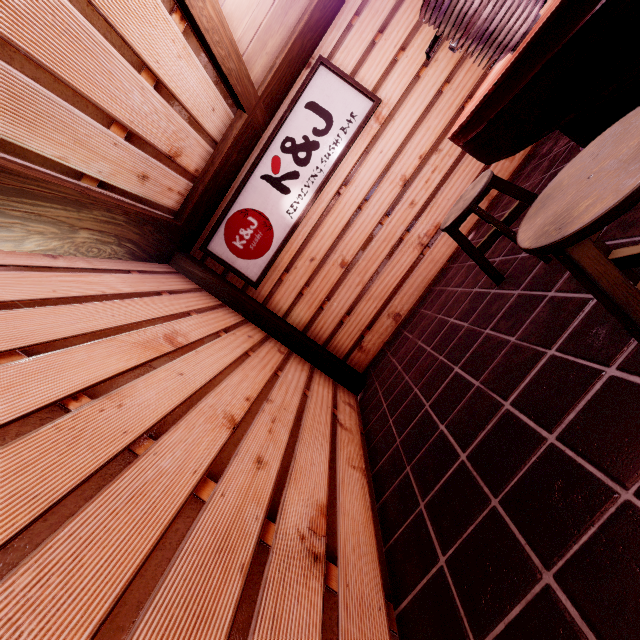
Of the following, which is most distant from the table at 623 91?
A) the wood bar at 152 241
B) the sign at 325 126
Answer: the sign at 325 126

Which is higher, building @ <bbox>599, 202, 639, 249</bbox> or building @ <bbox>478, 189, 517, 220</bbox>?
building @ <bbox>478, 189, 517, 220</bbox>

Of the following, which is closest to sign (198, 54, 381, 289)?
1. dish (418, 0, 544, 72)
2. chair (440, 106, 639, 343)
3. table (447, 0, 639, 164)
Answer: table (447, 0, 639, 164)

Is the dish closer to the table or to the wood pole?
the table

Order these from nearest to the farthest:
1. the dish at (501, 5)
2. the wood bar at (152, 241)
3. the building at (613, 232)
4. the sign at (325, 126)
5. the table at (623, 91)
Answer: the table at (623, 91)
the dish at (501, 5)
the building at (613, 232)
the wood bar at (152, 241)
the sign at (325, 126)

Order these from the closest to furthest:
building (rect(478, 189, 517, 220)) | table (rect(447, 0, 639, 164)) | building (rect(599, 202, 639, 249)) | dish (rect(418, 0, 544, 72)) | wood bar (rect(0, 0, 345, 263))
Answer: table (rect(447, 0, 639, 164)) → dish (rect(418, 0, 544, 72)) → building (rect(599, 202, 639, 249)) → wood bar (rect(0, 0, 345, 263)) → building (rect(478, 189, 517, 220))

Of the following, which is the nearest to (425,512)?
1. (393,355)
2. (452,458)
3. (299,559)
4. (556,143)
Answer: (452,458)

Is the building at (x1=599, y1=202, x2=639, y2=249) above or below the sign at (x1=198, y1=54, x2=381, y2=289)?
below
